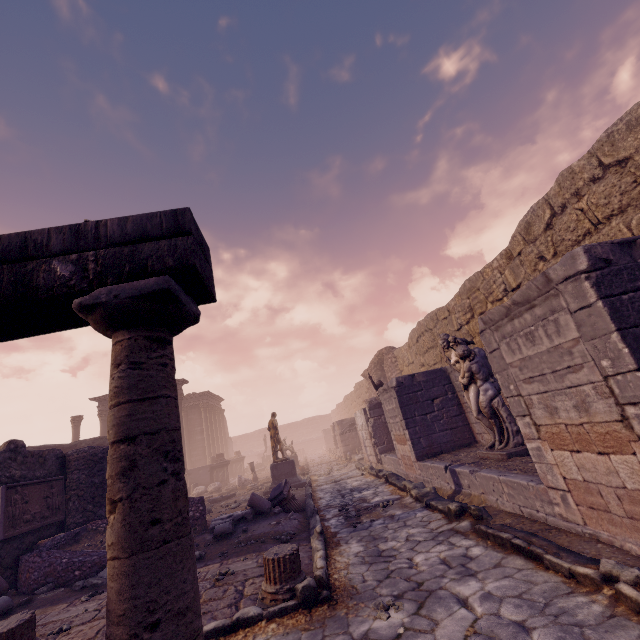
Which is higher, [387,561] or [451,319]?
[451,319]

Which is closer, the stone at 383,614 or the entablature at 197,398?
the stone at 383,614

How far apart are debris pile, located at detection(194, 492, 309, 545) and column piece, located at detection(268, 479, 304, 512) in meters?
0.0 m

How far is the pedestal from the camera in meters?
13.4 m

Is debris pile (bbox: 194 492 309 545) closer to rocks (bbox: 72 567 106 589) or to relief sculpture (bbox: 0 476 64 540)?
rocks (bbox: 72 567 106 589)

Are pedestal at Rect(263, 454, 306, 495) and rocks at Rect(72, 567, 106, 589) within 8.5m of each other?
yes

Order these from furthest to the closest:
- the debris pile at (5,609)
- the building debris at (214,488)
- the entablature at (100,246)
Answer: the building debris at (214,488)
the debris pile at (5,609)
the entablature at (100,246)

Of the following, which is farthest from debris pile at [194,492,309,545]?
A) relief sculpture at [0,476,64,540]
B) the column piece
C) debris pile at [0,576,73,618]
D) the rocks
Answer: relief sculpture at [0,476,64,540]
